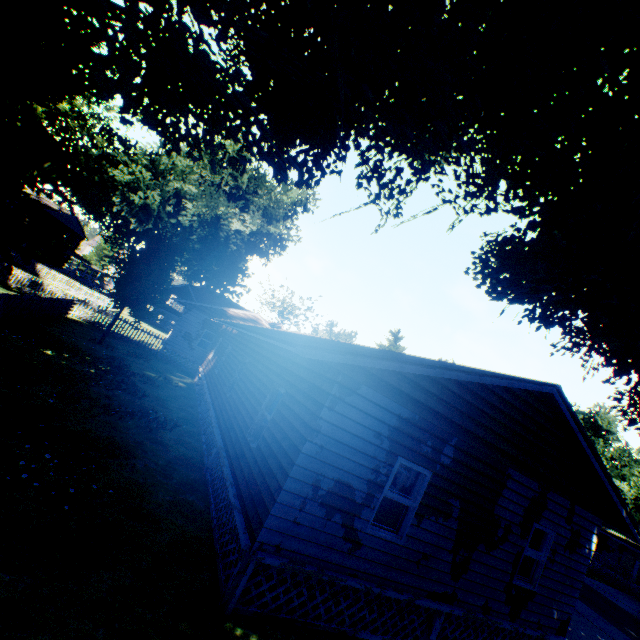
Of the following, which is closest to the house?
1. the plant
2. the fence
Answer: the fence

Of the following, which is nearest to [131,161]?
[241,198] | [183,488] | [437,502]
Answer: [241,198]

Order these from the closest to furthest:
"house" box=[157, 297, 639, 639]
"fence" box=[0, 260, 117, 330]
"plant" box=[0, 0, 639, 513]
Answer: "plant" box=[0, 0, 639, 513] → "house" box=[157, 297, 639, 639] → "fence" box=[0, 260, 117, 330]

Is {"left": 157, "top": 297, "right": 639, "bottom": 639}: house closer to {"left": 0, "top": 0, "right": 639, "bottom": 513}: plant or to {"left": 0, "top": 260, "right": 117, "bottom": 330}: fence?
{"left": 0, "top": 260, "right": 117, "bottom": 330}: fence

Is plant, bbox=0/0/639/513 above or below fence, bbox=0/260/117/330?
above

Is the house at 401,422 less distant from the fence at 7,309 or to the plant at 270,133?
the fence at 7,309
